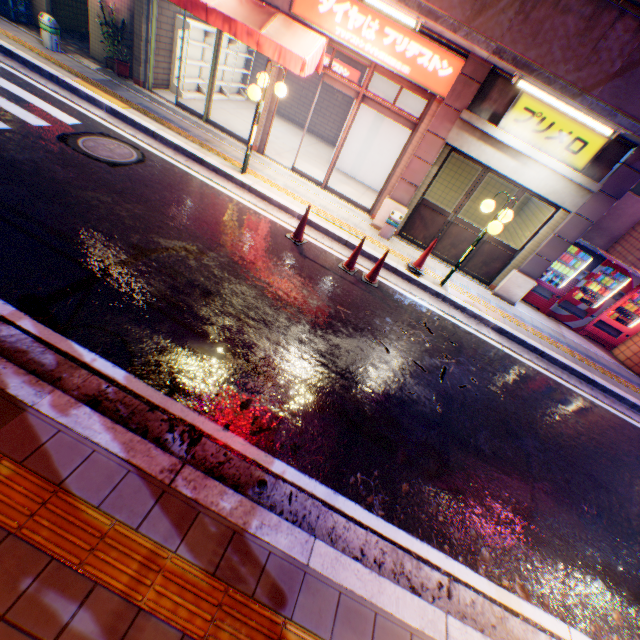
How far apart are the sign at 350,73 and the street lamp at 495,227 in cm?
898

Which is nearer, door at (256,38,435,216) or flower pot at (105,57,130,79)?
door at (256,38,435,216)

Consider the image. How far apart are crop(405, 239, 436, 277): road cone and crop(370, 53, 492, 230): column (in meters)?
1.31

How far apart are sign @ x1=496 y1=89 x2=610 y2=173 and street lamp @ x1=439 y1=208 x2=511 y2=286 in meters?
1.4 m

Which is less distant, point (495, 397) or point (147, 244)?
point (147, 244)

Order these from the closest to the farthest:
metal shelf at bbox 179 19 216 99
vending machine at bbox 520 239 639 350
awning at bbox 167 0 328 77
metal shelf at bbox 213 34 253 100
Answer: awning at bbox 167 0 328 77 → vending machine at bbox 520 239 639 350 → metal shelf at bbox 179 19 216 99 → metal shelf at bbox 213 34 253 100

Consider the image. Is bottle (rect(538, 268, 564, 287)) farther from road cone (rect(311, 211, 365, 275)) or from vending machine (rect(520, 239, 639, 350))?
road cone (rect(311, 211, 365, 275))

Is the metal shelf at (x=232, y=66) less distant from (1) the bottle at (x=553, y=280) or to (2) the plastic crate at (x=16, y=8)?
(2) the plastic crate at (x=16, y=8)
